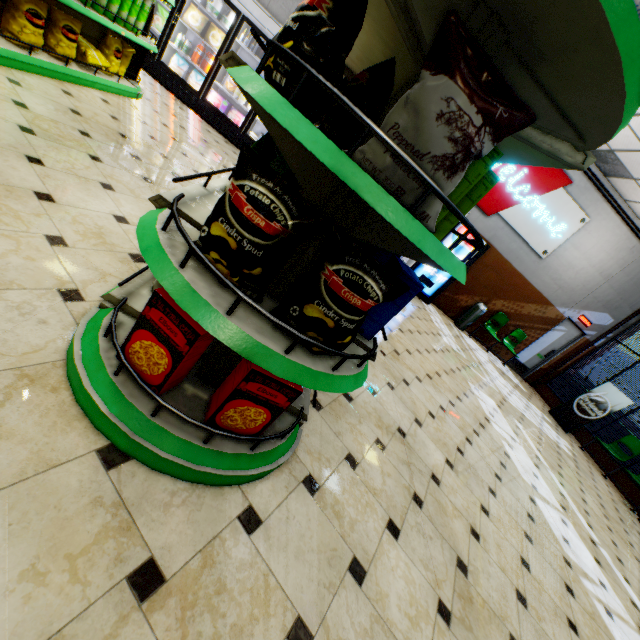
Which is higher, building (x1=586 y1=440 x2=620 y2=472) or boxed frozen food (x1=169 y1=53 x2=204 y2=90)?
boxed frozen food (x1=169 y1=53 x2=204 y2=90)

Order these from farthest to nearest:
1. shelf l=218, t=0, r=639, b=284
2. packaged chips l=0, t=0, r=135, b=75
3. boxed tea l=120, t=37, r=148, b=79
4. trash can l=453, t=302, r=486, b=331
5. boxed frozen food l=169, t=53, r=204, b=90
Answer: trash can l=453, t=302, r=486, b=331 → boxed frozen food l=169, t=53, r=204, b=90 → boxed tea l=120, t=37, r=148, b=79 → packaged chips l=0, t=0, r=135, b=75 → shelf l=218, t=0, r=639, b=284

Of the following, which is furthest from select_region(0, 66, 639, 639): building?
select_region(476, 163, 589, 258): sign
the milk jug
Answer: the milk jug

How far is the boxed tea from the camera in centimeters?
455cm

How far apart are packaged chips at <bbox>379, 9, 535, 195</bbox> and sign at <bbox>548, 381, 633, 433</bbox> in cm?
1031

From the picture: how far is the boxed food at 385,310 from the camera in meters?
1.6 m

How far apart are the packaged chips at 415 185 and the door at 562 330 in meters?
11.2 m

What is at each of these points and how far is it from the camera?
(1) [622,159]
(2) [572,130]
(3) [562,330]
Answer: (1) building, 6.84m
(2) shelf, 1.07m
(3) door, 10.01m
